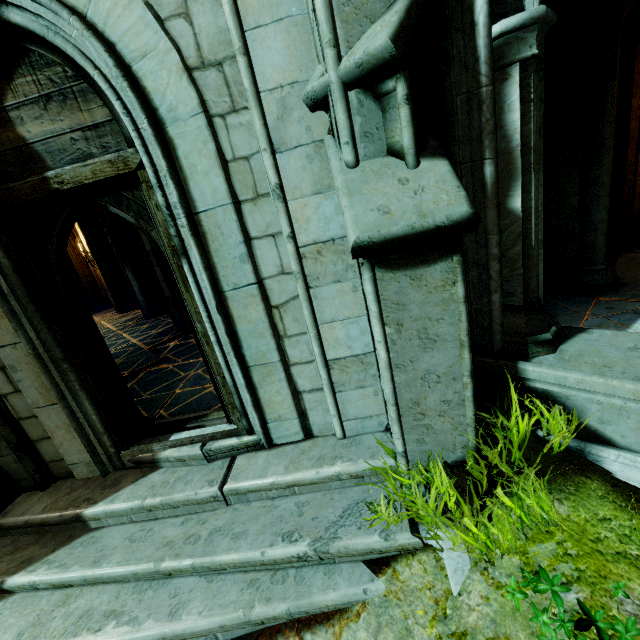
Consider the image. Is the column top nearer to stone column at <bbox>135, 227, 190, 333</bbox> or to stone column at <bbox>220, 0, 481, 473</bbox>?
stone column at <bbox>220, 0, 481, 473</bbox>

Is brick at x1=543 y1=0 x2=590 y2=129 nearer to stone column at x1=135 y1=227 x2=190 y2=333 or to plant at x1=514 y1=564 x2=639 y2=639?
plant at x1=514 y1=564 x2=639 y2=639

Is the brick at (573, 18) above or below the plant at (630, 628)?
above

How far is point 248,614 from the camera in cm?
221

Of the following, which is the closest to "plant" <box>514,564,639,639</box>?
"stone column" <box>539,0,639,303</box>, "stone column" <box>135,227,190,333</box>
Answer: "stone column" <box>539,0,639,303</box>

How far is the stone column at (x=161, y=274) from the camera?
6.79m

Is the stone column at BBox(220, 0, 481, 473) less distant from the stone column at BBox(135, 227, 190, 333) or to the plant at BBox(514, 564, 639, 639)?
the plant at BBox(514, 564, 639, 639)

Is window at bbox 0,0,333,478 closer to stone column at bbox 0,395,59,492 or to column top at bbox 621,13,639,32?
stone column at bbox 0,395,59,492
